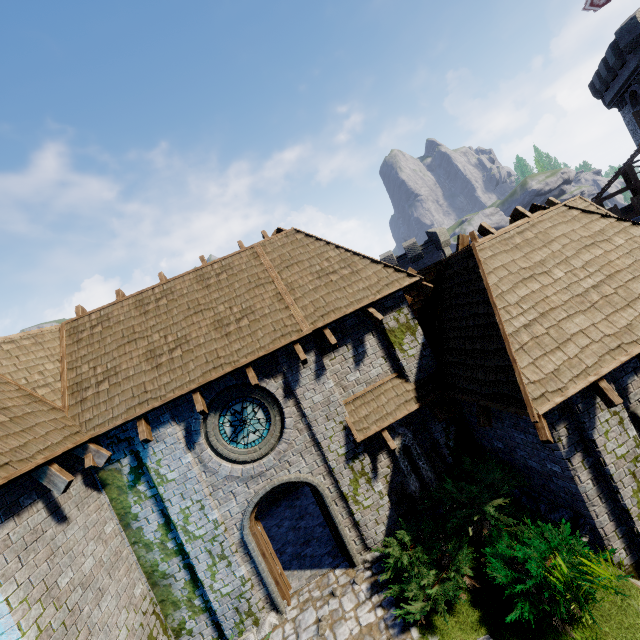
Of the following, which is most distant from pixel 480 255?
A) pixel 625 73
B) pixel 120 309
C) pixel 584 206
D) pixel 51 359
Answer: pixel 625 73

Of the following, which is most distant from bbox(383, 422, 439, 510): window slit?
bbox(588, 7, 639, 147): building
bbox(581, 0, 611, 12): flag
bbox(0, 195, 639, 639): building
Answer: bbox(581, 0, 611, 12): flag

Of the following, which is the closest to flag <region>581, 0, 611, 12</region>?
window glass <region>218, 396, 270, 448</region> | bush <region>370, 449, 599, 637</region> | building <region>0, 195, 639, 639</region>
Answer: building <region>0, 195, 639, 639</region>

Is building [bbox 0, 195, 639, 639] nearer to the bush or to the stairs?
the bush

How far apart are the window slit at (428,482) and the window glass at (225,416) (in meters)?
3.04

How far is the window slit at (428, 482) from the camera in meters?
8.6

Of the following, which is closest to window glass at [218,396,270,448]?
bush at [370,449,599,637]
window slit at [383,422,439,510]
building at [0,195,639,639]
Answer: building at [0,195,639,639]

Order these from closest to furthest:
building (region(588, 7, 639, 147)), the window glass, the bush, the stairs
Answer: the bush
the window glass
building (region(588, 7, 639, 147))
the stairs
